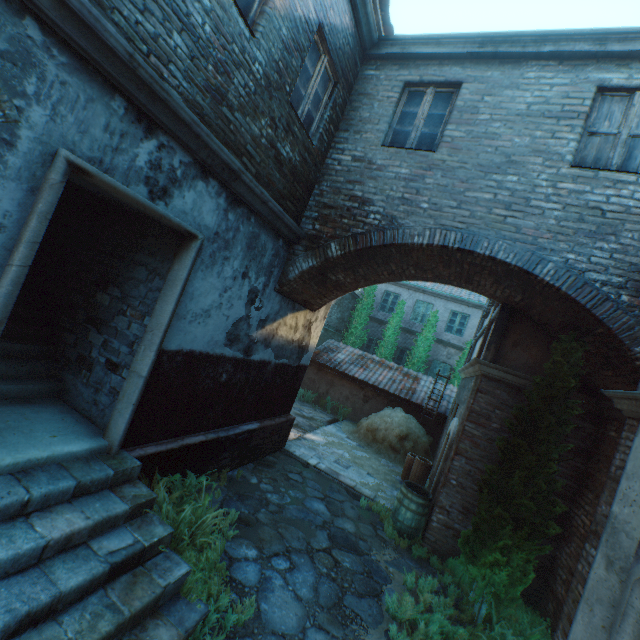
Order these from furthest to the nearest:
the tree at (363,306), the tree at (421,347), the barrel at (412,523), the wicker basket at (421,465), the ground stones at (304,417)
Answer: the tree at (363,306), the tree at (421,347), the ground stones at (304,417), the wicker basket at (421,465), the barrel at (412,523)

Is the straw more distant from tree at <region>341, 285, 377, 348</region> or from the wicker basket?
tree at <region>341, 285, 377, 348</region>

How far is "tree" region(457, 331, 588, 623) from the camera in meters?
4.7 m

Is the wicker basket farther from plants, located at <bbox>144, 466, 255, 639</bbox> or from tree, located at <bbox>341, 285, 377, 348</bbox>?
tree, located at <bbox>341, 285, 377, 348</bbox>

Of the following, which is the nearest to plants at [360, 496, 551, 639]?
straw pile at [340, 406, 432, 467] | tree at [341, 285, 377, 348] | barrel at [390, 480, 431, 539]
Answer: barrel at [390, 480, 431, 539]

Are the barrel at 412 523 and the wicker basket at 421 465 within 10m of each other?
yes

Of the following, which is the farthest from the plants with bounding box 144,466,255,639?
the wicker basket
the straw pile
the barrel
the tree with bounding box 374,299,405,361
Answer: the tree with bounding box 374,299,405,361

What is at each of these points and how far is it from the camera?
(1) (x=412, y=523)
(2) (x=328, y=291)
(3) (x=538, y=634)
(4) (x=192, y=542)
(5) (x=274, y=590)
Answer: (1) barrel, 6.5m
(2) building, 7.4m
(3) plants, 4.2m
(4) plants, 4.1m
(5) ground stones, 4.1m
